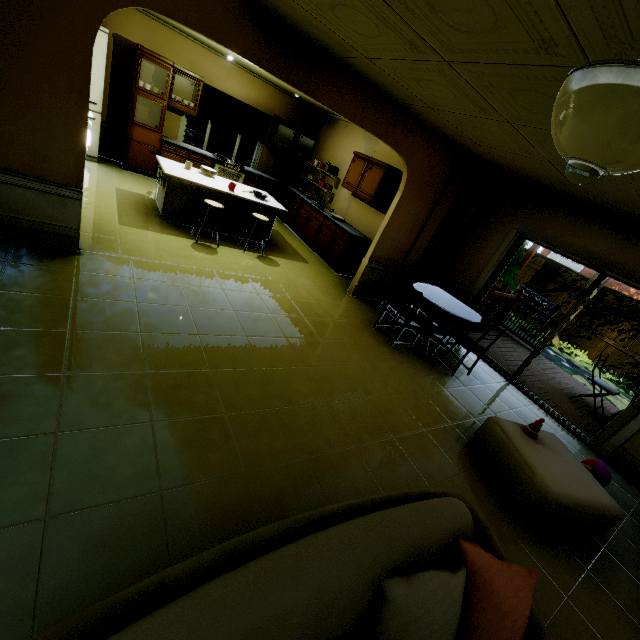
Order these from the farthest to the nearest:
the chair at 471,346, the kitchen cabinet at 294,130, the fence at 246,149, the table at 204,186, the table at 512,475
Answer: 1. the fence at 246,149
2. the kitchen cabinet at 294,130
3. the table at 204,186
4. the chair at 471,346
5. the table at 512,475

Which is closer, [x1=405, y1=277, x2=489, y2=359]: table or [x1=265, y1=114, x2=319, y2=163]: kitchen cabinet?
[x1=405, y1=277, x2=489, y2=359]: table

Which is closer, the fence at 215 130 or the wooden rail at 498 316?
the wooden rail at 498 316

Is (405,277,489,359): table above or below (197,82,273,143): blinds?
below

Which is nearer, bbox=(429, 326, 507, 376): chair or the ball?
the ball

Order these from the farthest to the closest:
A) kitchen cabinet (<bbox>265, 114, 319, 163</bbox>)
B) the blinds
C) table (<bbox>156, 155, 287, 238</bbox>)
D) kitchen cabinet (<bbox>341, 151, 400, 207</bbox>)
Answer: kitchen cabinet (<bbox>265, 114, 319, 163</bbox>)
the blinds
kitchen cabinet (<bbox>341, 151, 400, 207</bbox>)
table (<bbox>156, 155, 287, 238</bbox>)

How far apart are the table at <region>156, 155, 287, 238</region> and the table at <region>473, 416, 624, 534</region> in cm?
468

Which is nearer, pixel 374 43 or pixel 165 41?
pixel 374 43
